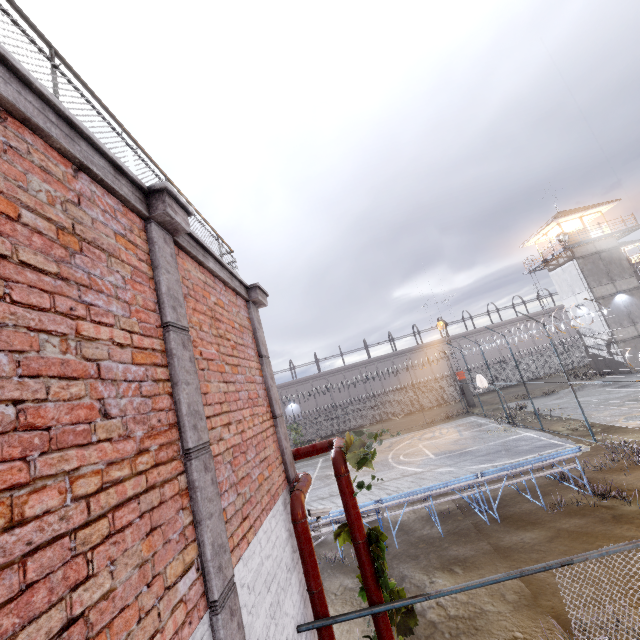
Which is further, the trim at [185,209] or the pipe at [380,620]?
the pipe at [380,620]

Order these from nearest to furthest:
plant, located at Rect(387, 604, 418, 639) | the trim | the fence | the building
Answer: the trim, plant, located at Rect(387, 604, 418, 639), the fence, the building

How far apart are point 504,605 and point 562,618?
1.1 meters

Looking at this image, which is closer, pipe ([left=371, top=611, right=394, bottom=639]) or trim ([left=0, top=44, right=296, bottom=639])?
trim ([left=0, top=44, right=296, bottom=639])

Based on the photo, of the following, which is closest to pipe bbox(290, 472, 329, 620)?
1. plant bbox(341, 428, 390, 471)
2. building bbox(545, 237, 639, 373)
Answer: plant bbox(341, 428, 390, 471)

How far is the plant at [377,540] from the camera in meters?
3.9

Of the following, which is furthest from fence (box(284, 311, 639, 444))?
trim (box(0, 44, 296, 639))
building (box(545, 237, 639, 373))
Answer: building (box(545, 237, 639, 373))

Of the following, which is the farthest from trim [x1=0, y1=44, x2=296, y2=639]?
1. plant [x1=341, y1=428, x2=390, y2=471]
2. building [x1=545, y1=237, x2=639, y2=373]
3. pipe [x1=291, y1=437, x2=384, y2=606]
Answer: building [x1=545, y1=237, x2=639, y2=373]
